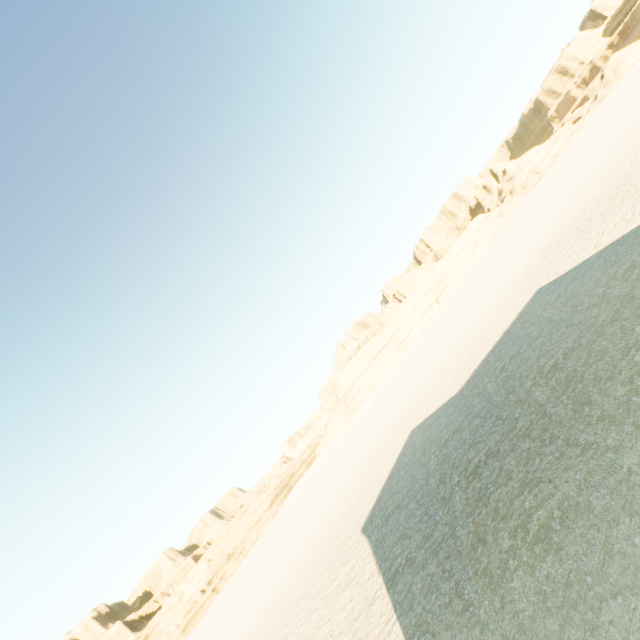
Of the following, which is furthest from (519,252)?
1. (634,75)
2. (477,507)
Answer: (634,75)
